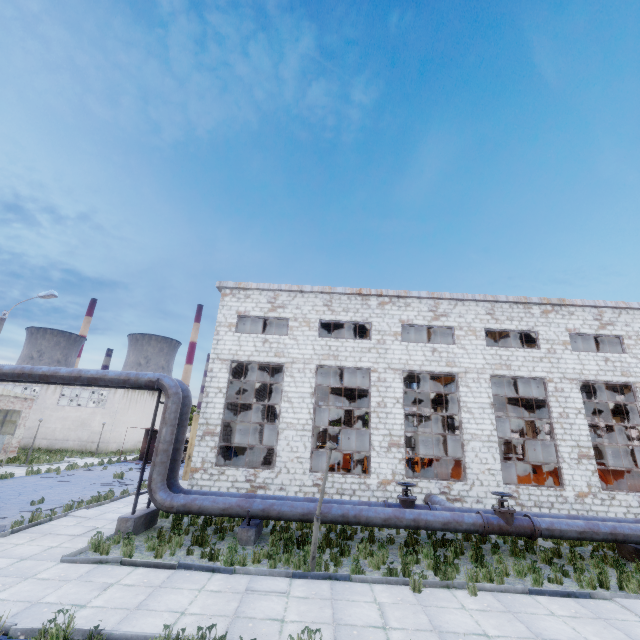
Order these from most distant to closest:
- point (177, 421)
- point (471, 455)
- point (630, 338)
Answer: point (630, 338) → point (471, 455) → point (177, 421)

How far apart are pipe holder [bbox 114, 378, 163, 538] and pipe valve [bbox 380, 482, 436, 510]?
8.20m

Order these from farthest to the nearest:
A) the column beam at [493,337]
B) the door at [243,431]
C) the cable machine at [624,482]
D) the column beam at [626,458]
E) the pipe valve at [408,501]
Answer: the column beam at [626,458] < the door at [243,431] < the column beam at [493,337] < the cable machine at [624,482] < the pipe valve at [408,501]

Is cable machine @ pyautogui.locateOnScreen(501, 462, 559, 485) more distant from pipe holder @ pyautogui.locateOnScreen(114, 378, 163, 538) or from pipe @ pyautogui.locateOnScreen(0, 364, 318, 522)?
pipe holder @ pyautogui.locateOnScreen(114, 378, 163, 538)

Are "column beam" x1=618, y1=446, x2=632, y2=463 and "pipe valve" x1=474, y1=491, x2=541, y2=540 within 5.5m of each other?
no

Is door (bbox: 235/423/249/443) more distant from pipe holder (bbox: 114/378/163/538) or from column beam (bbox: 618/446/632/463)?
column beam (bbox: 618/446/632/463)

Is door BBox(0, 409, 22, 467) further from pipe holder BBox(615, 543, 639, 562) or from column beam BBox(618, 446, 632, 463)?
column beam BBox(618, 446, 632, 463)

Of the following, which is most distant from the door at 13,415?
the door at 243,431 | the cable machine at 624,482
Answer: the cable machine at 624,482
